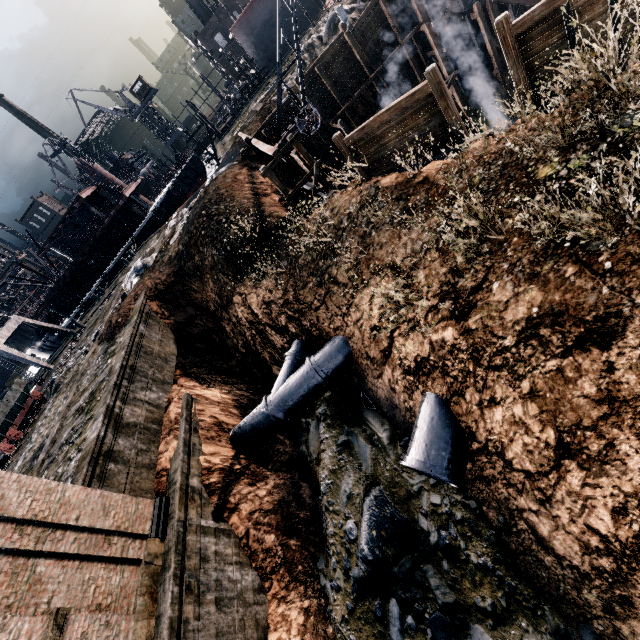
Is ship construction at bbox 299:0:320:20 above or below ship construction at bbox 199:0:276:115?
below

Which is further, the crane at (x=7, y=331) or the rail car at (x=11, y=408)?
the crane at (x=7, y=331)

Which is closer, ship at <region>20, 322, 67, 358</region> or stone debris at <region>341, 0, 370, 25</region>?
stone debris at <region>341, 0, 370, 25</region>

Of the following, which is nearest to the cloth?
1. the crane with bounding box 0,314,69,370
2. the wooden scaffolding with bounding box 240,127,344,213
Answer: the wooden scaffolding with bounding box 240,127,344,213

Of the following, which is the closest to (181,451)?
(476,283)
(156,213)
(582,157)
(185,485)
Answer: (185,485)

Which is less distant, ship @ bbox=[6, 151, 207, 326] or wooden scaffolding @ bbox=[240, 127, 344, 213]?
wooden scaffolding @ bbox=[240, 127, 344, 213]

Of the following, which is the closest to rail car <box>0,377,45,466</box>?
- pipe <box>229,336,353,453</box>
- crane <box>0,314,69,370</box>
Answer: crane <box>0,314,69,370</box>

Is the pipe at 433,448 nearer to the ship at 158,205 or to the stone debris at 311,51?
the stone debris at 311,51
